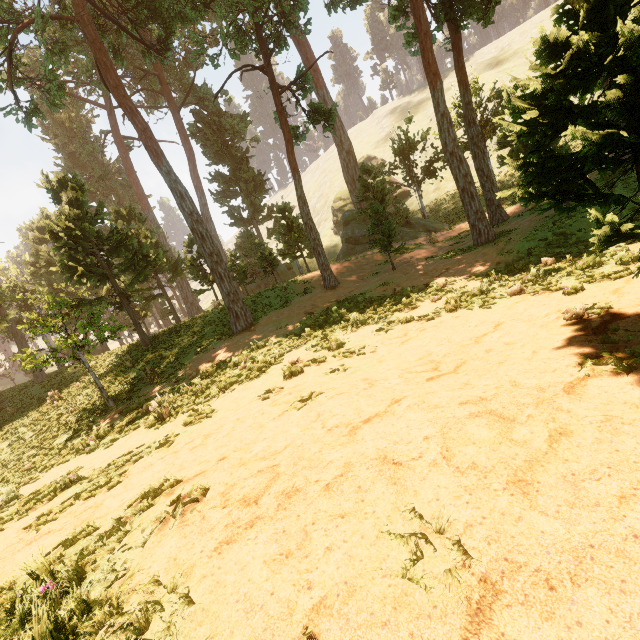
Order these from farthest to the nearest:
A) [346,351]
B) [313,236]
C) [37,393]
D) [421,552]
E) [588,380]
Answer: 1. [37,393]
2. [313,236]
3. [346,351]
4. [588,380]
5. [421,552]
